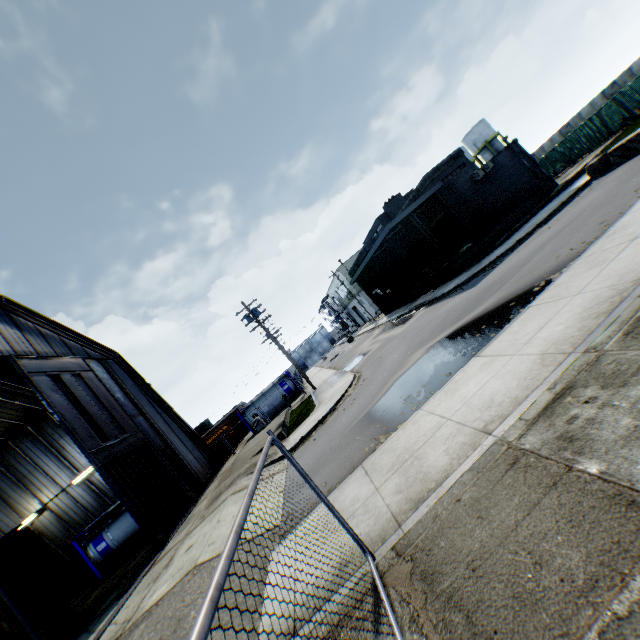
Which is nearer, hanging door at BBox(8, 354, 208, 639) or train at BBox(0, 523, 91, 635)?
train at BBox(0, 523, 91, 635)

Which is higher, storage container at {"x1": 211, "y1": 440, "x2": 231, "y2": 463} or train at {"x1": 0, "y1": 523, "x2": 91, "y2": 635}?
train at {"x1": 0, "y1": 523, "x2": 91, "y2": 635}

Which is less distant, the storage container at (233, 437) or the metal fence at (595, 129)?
the metal fence at (595, 129)

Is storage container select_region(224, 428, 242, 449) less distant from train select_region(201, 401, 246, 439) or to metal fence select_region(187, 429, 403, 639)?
metal fence select_region(187, 429, 403, 639)

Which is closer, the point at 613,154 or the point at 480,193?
the point at 613,154

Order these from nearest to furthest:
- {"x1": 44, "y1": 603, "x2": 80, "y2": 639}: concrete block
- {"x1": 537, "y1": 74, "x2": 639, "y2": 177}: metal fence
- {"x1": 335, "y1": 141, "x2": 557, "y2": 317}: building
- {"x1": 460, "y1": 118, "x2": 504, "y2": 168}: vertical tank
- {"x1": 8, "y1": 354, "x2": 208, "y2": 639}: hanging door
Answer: {"x1": 44, "y1": 603, "x2": 80, "y2": 639}: concrete block, {"x1": 8, "y1": 354, "x2": 208, "y2": 639}: hanging door, {"x1": 335, "y1": 141, "x2": 557, "y2": 317}: building, {"x1": 537, "y1": 74, "x2": 639, "y2": 177}: metal fence, {"x1": 460, "y1": 118, "x2": 504, "y2": 168}: vertical tank

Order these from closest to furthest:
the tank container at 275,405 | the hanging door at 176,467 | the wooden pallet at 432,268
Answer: the hanging door at 176,467
the wooden pallet at 432,268
the tank container at 275,405

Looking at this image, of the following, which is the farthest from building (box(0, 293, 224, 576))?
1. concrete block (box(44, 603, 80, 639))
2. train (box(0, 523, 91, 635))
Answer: concrete block (box(44, 603, 80, 639))
